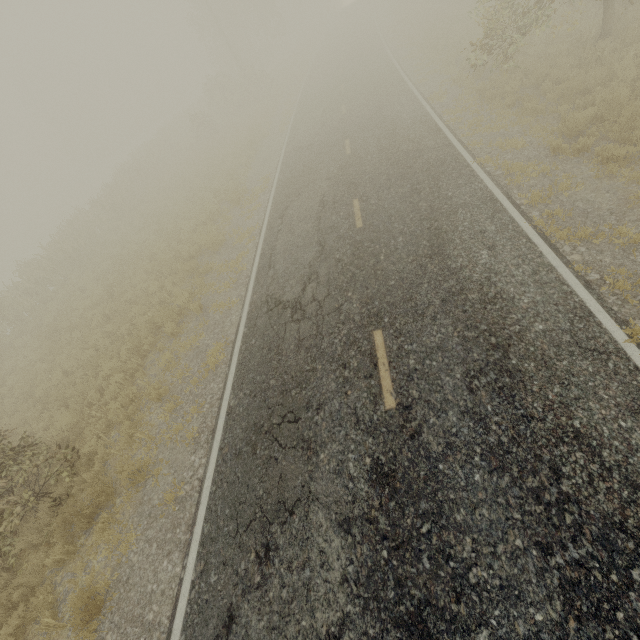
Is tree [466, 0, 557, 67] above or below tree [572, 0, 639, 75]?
above

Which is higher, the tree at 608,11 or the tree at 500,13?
the tree at 500,13

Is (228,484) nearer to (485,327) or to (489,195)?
(485,327)

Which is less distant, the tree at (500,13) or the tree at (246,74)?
the tree at (500,13)

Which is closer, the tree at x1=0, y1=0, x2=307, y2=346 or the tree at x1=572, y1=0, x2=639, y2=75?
the tree at x1=572, y1=0, x2=639, y2=75
